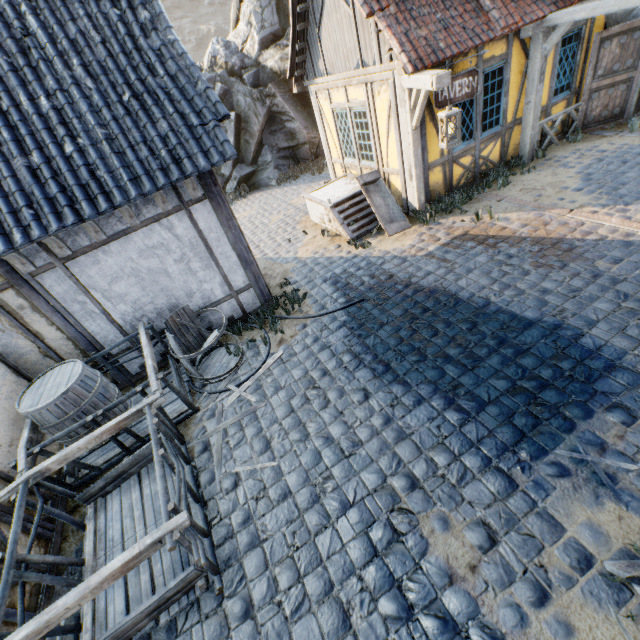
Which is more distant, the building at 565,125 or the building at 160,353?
the building at 565,125

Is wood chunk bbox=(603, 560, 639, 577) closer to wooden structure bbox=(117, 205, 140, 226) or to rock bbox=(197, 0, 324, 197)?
wooden structure bbox=(117, 205, 140, 226)

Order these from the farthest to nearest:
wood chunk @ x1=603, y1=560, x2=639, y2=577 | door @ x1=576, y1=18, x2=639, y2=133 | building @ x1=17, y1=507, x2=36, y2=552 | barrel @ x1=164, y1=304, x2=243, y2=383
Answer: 1. door @ x1=576, y1=18, x2=639, y2=133
2. barrel @ x1=164, y1=304, x2=243, y2=383
3. building @ x1=17, y1=507, x2=36, y2=552
4. wood chunk @ x1=603, y1=560, x2=639, y2=577

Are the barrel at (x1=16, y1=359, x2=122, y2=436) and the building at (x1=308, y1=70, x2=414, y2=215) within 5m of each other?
no

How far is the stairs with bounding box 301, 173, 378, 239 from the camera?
7.9 meters

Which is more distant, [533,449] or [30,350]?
[30,350]

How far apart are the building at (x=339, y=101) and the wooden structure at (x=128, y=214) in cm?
542

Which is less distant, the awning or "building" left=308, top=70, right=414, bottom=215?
the awning
